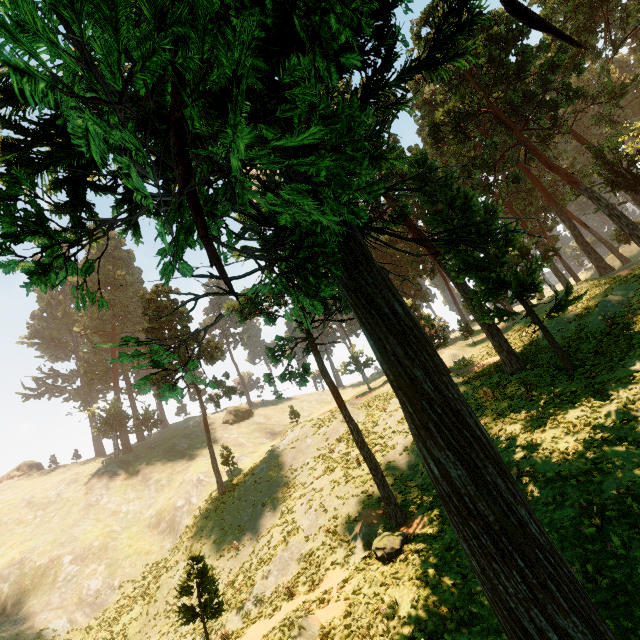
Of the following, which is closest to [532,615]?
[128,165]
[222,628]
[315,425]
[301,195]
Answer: [301,195]

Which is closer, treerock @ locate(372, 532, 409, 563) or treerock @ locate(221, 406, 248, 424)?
treerock @ locate(372, 532, 409, 563)

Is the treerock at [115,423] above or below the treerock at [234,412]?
above

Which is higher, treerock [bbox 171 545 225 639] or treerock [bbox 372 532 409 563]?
treerock [bbox 171 545 225 639]

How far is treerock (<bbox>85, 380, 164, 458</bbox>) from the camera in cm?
5084

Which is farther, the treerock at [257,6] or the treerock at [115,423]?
the treerock at [115,423]

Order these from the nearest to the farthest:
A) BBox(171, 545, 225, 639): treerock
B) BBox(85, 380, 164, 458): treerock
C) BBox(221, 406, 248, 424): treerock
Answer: BBox(171, 545, 225, 639): treerock
BBox(85, 380, 164, 458): treerock
BBox(221, 406, 248, 424): treerock
